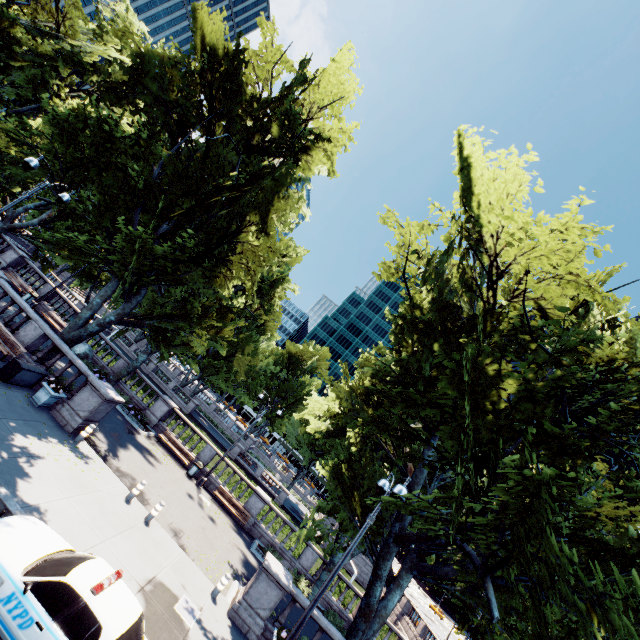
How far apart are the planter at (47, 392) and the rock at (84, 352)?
10.73m

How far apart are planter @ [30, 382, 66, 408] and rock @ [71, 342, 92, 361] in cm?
1073

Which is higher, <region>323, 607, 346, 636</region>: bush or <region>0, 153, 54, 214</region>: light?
<region>0, 153, 54, 214</region>: light

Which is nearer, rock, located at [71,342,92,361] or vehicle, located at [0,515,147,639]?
vehicle, located at [0,515,147,639]

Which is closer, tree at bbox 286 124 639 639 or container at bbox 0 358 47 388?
tree at bbox 286 124 639 639

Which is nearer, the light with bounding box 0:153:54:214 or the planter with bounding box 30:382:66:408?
the light with bounding box 0:153:54:214

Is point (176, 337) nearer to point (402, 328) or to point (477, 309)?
point (402, 328)

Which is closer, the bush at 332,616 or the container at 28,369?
the container at 28,369
